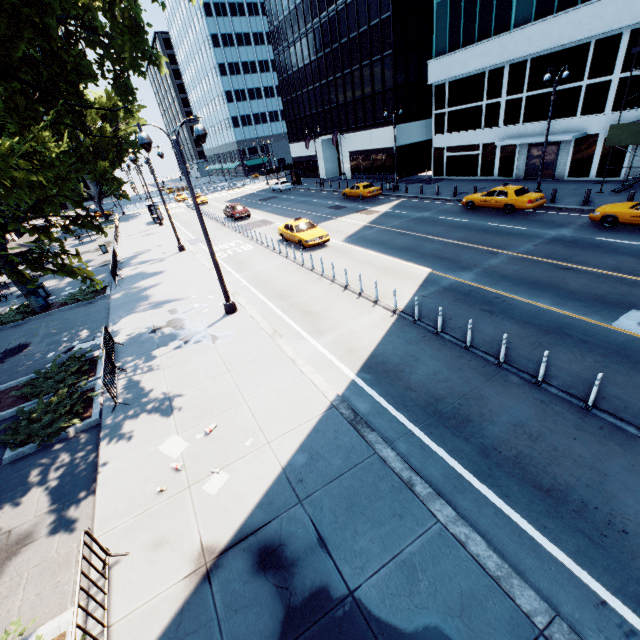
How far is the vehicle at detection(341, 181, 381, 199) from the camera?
32.2 meters

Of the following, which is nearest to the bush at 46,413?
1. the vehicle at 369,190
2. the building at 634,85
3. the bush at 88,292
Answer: the bush at 88,292

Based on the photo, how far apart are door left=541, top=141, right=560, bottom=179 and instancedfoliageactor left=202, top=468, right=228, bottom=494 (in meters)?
32.91

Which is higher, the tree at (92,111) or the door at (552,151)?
the tree at (92,111)

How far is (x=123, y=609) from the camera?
5.2 meters

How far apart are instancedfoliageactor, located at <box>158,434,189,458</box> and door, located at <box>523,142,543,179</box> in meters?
33.1 m

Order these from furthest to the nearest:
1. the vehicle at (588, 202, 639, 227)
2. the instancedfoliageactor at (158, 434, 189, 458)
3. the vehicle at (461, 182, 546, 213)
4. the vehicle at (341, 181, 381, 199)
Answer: the vehicle at (341, 181, 381, 199)
the vehicle at (461, 182, 546, 213)
the vehicle at (588, 202, 639, 227)
the instancedfoliageactor at (158, 434, 189, 458)
